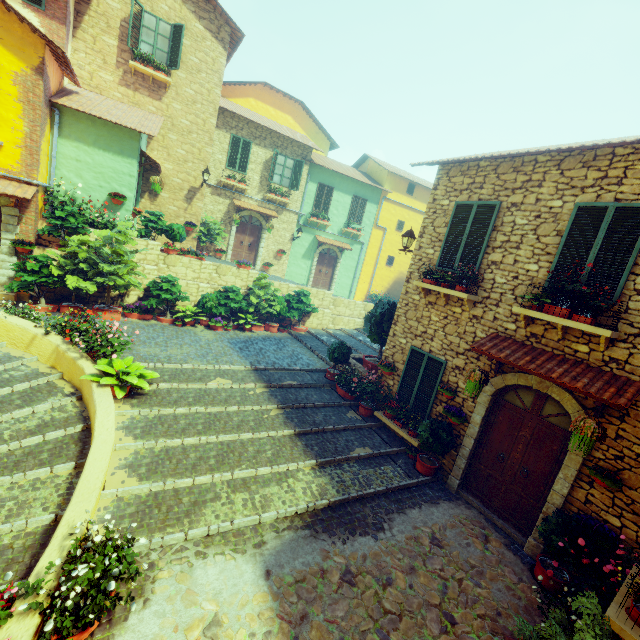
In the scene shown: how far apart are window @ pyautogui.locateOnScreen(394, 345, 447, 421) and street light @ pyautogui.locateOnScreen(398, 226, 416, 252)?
2.41m

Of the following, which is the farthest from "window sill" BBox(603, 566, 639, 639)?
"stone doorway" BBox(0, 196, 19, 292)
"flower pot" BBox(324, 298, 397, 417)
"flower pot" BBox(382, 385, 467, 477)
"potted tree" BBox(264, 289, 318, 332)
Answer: "stone doorway" BBox(0, 196, 19, 292)

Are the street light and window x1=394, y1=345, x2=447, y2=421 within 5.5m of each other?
yes

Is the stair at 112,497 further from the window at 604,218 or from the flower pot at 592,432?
the window at 604,218

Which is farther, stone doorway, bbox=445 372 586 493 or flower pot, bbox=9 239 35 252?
flower pot, bbox=9 239 35 252

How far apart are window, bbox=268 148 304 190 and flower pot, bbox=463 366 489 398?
14.7 meters

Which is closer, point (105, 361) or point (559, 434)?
point (559, 434)

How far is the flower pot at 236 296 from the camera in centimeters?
1270cm
